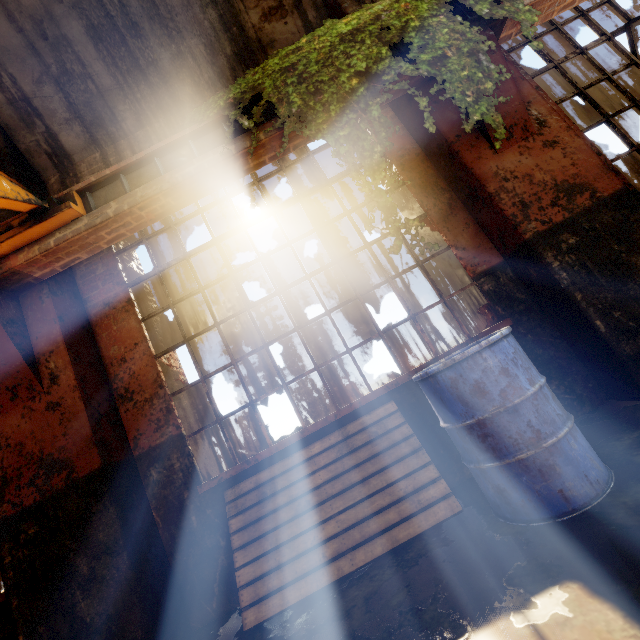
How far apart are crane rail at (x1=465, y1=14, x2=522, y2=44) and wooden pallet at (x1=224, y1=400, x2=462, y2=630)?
3.3 meters

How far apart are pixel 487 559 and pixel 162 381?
2.9 meters

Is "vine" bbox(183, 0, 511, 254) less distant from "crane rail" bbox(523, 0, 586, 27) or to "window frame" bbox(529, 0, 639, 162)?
"crane rail" bbox(523, 0, 586, 27)

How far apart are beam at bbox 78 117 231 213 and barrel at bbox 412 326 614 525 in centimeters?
261cm

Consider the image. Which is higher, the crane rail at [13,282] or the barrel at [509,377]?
the crane rail at [13,282]

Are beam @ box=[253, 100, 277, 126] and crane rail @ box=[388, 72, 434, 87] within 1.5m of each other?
yes

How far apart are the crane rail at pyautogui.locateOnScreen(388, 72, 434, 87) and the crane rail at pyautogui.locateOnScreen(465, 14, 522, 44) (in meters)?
0.34

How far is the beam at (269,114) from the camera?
3.0 meters
